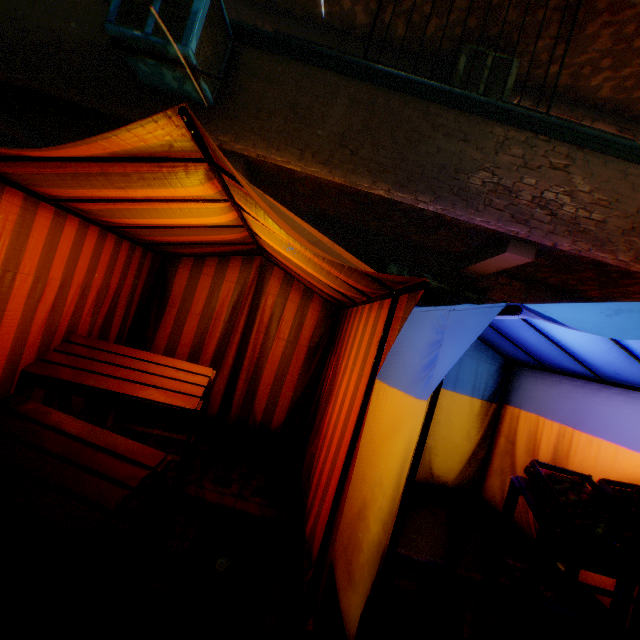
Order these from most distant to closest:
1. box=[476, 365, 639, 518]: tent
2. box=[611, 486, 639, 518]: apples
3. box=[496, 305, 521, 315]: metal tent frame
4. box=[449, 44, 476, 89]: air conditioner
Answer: box=[449, 44, 476, 89]: air conditioner, box=[476, 365, 639, 518]: tent, box=[611, 486, 639, 518]: apples, box=[496, 305, 521, 315]: metal tent frame

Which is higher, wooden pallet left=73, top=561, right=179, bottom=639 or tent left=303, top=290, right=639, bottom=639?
tent left=303, top=290, right=639, bottom=639

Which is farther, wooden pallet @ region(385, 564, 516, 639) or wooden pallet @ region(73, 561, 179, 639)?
wooden pallet @ region(385, 564, 516, 639)

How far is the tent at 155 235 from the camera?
3.2 meters

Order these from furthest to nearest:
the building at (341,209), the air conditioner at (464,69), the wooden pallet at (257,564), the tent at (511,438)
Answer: the air conditioner at (464,69)
the building at (341,209)
the tent at (511,438)
the wooden pallet at (257,564)

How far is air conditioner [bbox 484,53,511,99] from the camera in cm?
441

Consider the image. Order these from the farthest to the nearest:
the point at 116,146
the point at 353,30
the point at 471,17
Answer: the point at 353,30 → the point at 471,17 → the point at 116,146

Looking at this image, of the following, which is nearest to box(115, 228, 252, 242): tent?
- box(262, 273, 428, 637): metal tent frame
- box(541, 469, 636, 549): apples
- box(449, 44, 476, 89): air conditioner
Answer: box(262, 273, 428, 637): metal tent frame
